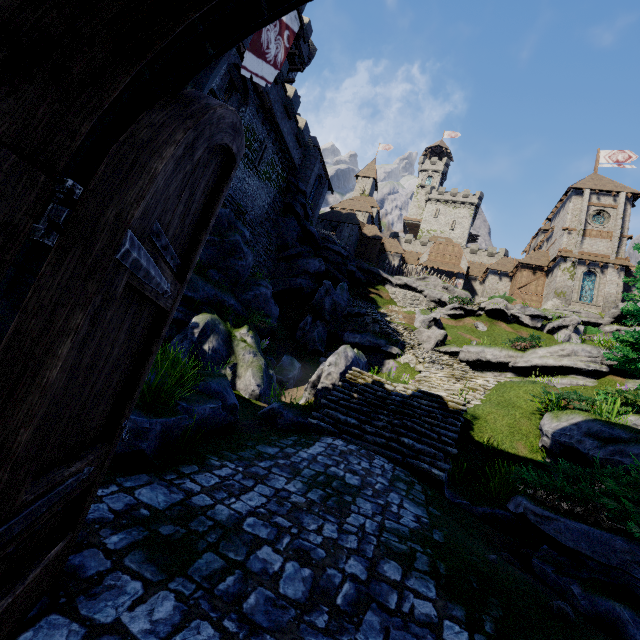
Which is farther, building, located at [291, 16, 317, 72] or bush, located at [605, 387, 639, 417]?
building, located at [291, 16, 317, 72]

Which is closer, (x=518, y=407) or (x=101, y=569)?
(x=101, y=569)

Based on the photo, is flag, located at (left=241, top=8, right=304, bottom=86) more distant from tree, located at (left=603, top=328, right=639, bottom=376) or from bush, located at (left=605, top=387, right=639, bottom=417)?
bush, located at (left=605, top=387, right=639, bottom=417)

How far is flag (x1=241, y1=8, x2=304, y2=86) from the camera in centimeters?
663cm

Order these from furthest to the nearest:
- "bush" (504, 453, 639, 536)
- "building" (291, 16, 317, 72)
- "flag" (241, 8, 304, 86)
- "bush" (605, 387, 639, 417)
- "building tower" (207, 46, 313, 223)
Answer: "building" (291, 16, 317, 72) < "building tower" (207, 46, 313, 223) < "bush" (605, 387, 639, 417) < "flag" (241, 8, 304, 86) < "bush" (504, 453, 639, 536)

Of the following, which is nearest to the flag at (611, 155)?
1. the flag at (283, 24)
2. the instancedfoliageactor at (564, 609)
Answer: the flag at (283, 24)

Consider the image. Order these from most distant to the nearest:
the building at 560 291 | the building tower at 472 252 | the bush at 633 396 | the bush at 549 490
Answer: the building tower at 472 252
the building at 560 291
the bush at 633 396
the bush at 549 490

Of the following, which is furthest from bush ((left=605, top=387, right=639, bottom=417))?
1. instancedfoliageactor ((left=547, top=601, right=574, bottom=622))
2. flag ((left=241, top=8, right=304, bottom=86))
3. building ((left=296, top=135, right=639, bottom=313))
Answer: building ((left=296, top=135, right=639, bottom=313))
